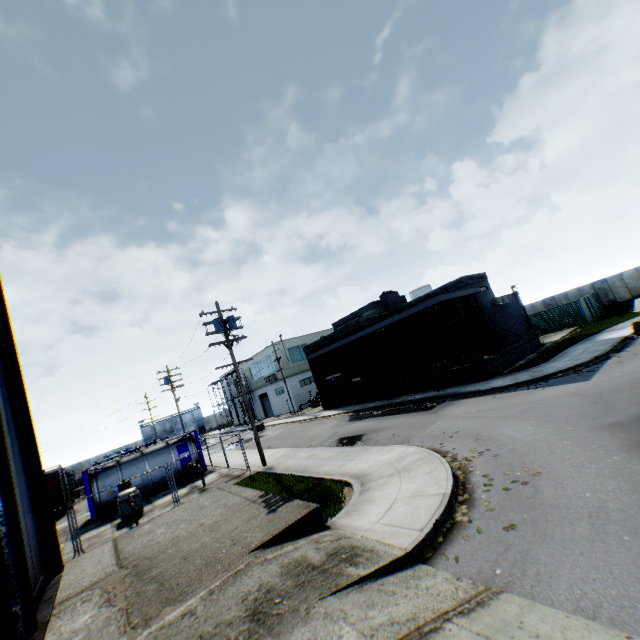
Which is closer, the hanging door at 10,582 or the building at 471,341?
the hanging door at 10,582

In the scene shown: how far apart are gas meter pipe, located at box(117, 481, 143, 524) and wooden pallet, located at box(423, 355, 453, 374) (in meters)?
19.38

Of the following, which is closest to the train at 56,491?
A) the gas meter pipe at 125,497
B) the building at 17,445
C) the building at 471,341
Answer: the gas meter pipe at 125,497

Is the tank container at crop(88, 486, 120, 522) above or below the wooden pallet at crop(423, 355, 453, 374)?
below

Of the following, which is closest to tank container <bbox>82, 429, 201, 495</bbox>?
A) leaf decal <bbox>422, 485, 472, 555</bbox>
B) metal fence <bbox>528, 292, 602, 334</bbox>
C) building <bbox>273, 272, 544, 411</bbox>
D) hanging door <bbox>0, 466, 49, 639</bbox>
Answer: building <bbox>273, 272, 544, 411</bbox>

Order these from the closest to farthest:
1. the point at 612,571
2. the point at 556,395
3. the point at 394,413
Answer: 1. the point at 612,571
2. the point at 556,395
3. the point at 394,413

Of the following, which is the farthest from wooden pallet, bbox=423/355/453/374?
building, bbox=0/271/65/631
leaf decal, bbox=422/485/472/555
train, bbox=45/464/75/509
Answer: train, bbox=45/464/75/509

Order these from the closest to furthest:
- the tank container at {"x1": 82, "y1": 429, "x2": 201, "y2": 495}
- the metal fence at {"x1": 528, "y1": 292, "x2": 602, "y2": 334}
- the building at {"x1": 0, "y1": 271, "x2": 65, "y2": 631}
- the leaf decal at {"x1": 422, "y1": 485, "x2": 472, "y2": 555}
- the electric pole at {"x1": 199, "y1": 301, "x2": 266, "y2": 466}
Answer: the leaf decal at {"x1": 422, "y1": 485, "x2": 472, "y2": 555}, the building at {"x1": 0, "y1": 271, "x2": 65, "y2": 631}, the electric pole at {"x1": 199, "y1": 301, "x2": 266, "y2": 466}, the tank container at {"x1": 82, "y1": 429, "x2": 201, "y2": 495}, the metal fence at {"x1": 528, "y1": 292, "x2": 602, "y2": 334}
